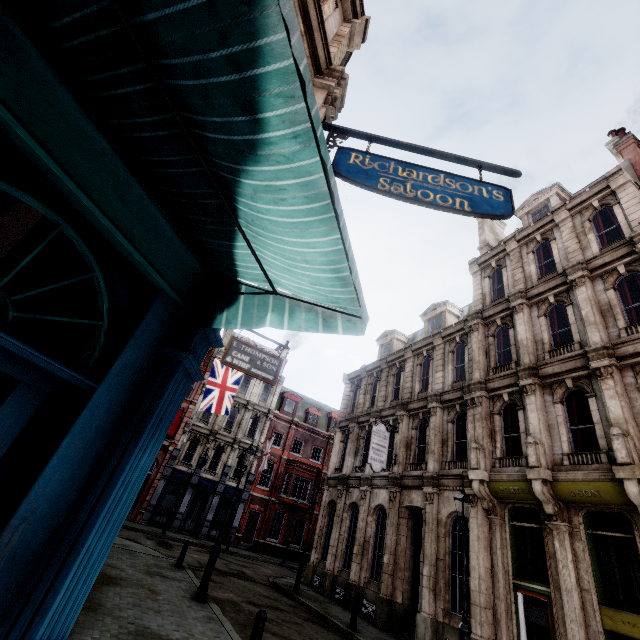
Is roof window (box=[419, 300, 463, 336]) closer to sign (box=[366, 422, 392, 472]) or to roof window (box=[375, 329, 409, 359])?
roof window (box=[375, 329, 409, 359])

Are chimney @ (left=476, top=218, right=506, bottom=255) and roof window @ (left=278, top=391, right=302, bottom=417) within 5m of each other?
no

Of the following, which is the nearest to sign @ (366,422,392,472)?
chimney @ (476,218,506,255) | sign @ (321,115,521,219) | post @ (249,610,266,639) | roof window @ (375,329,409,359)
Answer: roof window @ (375,329,409,359)

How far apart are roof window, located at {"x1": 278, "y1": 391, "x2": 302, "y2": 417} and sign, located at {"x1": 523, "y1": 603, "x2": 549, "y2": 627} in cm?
2846

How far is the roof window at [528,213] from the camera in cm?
1727

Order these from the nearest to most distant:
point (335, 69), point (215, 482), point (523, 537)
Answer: point (335, 69)
point (523, 537)
point (215, 482)

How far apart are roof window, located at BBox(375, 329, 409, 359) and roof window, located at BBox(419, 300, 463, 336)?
2.5 meters

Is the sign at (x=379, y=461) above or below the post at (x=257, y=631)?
above
